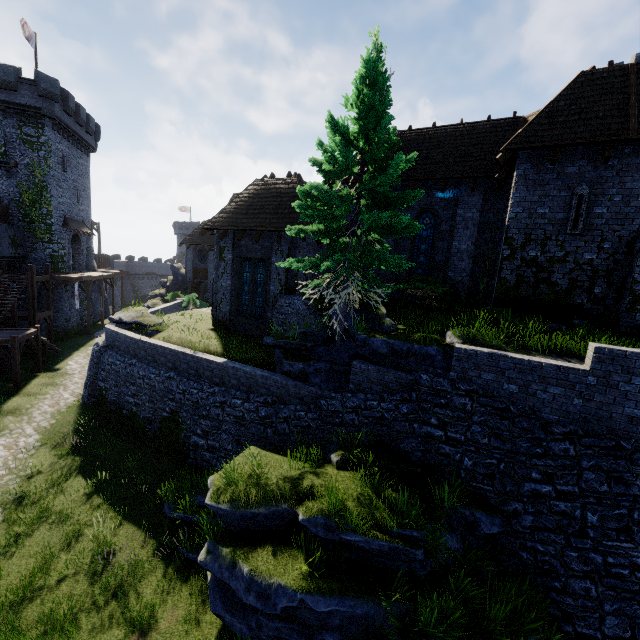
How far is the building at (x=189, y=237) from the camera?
16.6m

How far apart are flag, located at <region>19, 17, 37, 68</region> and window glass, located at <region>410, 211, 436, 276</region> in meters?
35.8

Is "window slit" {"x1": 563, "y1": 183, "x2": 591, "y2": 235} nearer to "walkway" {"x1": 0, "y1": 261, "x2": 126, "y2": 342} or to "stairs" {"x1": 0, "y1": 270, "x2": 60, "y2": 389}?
"stairs" {"x1": 0, "y1": 270, "x2": 60, "y2": 389}

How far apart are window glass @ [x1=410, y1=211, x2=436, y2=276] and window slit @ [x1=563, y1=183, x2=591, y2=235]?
5.60m

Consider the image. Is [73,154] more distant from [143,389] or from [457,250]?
[457,250]

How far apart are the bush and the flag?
37.18m

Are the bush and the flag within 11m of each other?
no

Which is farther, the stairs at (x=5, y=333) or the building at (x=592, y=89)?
the stairs at (x=5, y=333)
